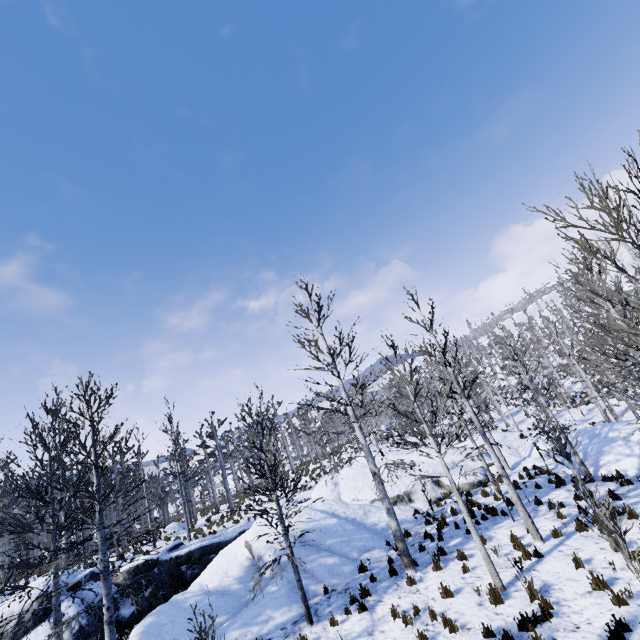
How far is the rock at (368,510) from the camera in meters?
11.7 m

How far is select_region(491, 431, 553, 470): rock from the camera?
19.06m

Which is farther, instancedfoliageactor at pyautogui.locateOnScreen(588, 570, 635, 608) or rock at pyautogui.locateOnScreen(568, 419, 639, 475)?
rock at pyautogui.locateOnScreen(568, 419, 639, 475)

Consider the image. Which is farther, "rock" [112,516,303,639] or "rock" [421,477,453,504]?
"rock" [421,477,453,504]

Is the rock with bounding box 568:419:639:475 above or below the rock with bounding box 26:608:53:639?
below

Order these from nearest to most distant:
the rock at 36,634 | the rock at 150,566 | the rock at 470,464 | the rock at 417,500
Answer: the rock at 150,566, the rock at 36,634, the rock at 417,500, the rock at 470,464

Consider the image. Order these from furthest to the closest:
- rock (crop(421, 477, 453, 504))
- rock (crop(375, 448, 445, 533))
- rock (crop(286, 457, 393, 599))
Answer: rock (crop(421, 477, 453, 504)) → rock (crop(375, 448, 445, 533)) → rock (crop(286, 457, 393, 599))

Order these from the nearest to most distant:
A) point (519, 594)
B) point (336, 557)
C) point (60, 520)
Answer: point (519, 594), point (336, 557), point (60, 520)
